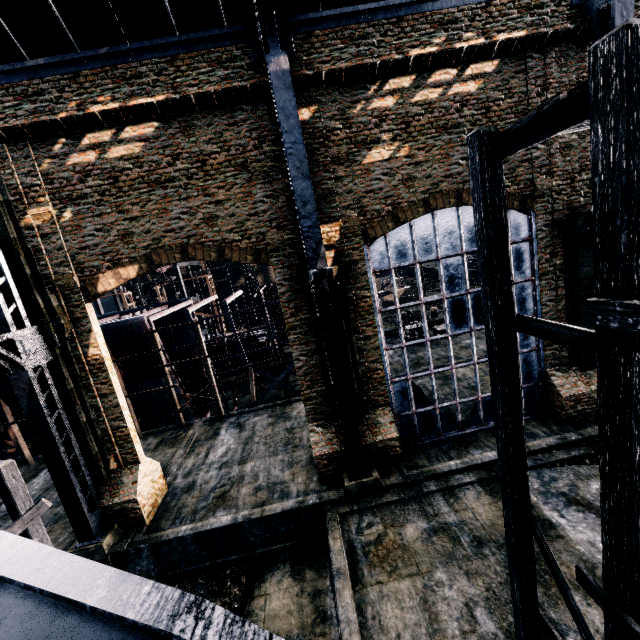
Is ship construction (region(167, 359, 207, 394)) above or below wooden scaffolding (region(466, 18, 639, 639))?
below

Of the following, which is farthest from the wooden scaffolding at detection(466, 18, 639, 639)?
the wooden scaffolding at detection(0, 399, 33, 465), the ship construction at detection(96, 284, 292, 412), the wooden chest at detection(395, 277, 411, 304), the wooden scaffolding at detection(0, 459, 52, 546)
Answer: the wooden chest at detection(395, 277, 411, 304)

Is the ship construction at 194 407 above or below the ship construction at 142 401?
below

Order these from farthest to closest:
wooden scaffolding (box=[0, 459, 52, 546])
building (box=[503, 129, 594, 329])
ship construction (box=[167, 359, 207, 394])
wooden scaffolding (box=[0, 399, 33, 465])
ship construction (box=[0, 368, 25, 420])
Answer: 1. ship construction (box=[167, 359, 207, 394])
2. wooden scaffolding (box=[0, 399, 33, 465])
3. ship construction (box=[0, 368, 25, 420])
4. building (box=[503, 129, 594, 329])
5. wooden scaffolding (box=[0, 459, 52, 546])

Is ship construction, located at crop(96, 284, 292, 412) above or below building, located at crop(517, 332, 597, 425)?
above

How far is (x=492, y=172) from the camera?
5.02m

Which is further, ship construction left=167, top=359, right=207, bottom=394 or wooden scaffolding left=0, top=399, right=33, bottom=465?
ship construction left=167, top=359, right=207, bottom=394

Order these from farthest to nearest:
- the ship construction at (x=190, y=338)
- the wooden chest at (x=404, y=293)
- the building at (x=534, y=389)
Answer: the wooden chest at (x=404, y=293) → the ship construction at (x=190, y=338) → the building at (x=534, y=389)
